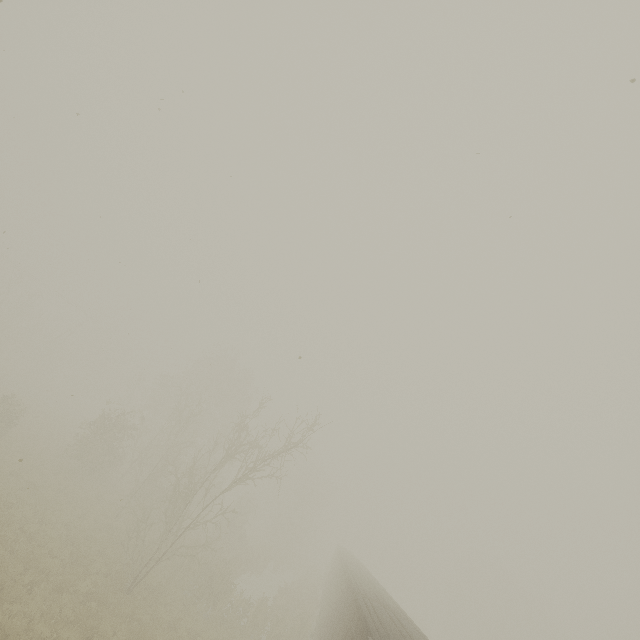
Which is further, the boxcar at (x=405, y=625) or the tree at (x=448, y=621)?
the tree at (x=448, y=621)

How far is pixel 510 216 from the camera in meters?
6.2

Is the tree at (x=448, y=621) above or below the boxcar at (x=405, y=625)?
above

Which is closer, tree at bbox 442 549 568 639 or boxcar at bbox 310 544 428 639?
boxcar at bbox 310 544 428 639

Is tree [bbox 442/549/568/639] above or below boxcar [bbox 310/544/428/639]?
above
